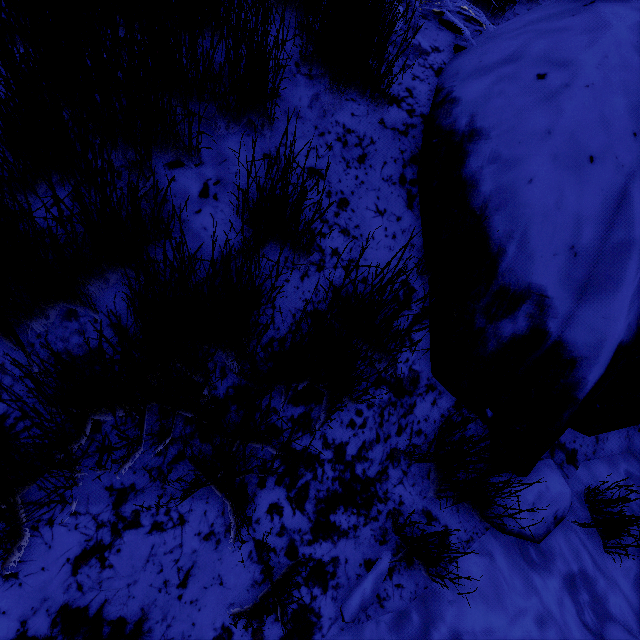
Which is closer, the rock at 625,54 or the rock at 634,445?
the rock at 625,54

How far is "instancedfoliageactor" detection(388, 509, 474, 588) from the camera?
1.1 meters

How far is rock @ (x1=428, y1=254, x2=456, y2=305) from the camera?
1.4 meters

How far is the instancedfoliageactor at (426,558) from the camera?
1.1m

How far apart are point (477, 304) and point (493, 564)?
1.08m

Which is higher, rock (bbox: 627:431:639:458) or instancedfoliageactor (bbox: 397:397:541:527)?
instancedfoliageactor (bbox: 397:397:541:527)
